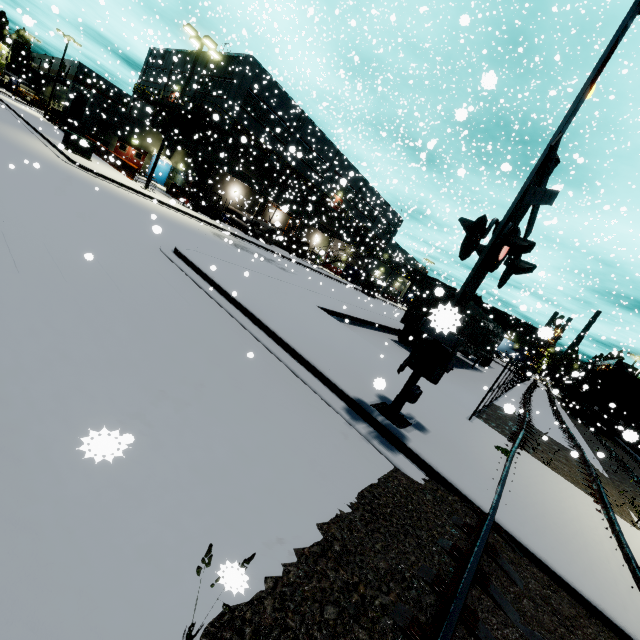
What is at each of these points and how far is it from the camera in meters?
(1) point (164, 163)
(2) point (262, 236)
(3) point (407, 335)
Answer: (1) portable restroom, 25.5
(2) concrete pipe, 34.1
(3) semi trailer, 18.2

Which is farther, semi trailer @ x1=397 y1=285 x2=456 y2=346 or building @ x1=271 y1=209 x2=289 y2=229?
semi trailer @ x1=397 y1=285 x2=456 y2=346

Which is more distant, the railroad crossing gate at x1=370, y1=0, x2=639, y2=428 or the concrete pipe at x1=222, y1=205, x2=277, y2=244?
the concrete pipe at x1=222, y1=205, x2=277, y2=244

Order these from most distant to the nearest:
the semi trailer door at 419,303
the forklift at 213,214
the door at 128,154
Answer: the door at 128,154, the forklift at 213,214, the semi trailer door at 419,303

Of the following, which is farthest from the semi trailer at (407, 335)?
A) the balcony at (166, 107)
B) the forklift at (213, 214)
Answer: the forklift at (213, 214)

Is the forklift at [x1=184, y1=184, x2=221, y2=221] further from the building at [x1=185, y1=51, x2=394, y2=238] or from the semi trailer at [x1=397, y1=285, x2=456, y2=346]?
the semi trailer at [x1=397, y1=285, x2=456, y2=346]

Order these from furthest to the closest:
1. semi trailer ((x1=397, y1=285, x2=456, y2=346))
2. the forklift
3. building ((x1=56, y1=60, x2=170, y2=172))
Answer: building ((x1=56, y1=60, x2=170, y2=172)), the forklift, semi trailer ((x1=397, y1=285, x2=456, y2=346))

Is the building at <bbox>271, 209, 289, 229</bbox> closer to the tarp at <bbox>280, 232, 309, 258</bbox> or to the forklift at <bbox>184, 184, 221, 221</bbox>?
the tarp at <bbox>280, 232, 309, 258</bbox>
